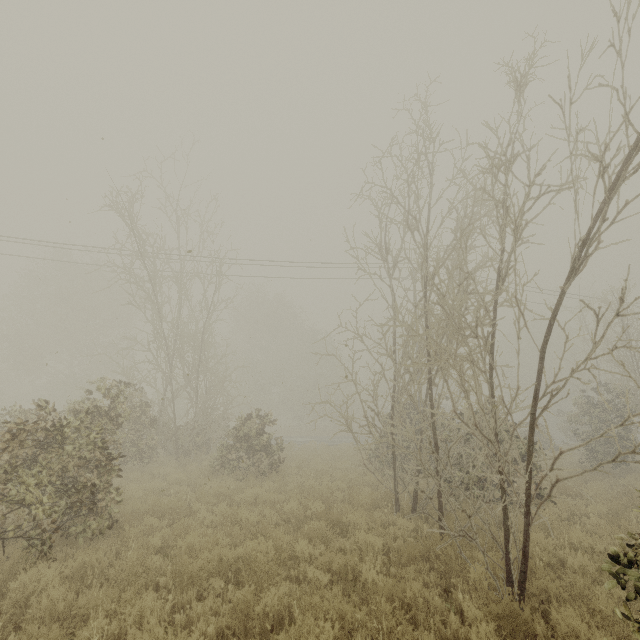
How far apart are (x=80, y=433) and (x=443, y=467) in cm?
775
